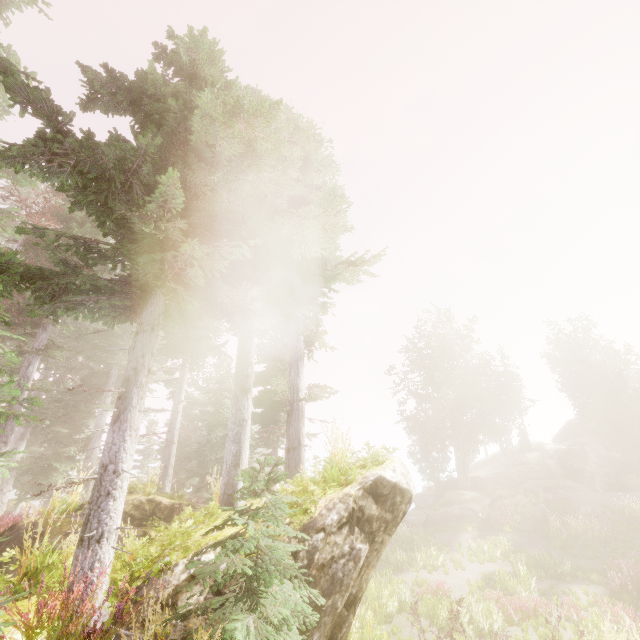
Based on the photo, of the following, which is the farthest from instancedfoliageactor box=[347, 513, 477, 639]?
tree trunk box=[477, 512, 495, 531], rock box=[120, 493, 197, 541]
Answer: tree trunk box=[477, 512, 495, 531]

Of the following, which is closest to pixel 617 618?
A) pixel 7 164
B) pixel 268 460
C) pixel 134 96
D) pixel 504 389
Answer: pixel 268 460

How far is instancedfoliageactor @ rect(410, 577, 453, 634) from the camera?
11.48m

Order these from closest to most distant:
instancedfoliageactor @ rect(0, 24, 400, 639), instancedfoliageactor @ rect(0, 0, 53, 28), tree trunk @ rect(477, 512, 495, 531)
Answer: instancedfoliageactor @ rect(0, 24, 400, 639)
instancedfoliageactor @ rect(0, 0, 53, 28)
tree trunk @ rect(477, 512, 495, 531)

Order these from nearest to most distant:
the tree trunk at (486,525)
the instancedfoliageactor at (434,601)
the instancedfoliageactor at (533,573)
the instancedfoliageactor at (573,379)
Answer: the instancedfoliageactor at (533,573) → the instancedfoliageactor at (434,601) → the tree trunk at (486,525) → the instancedfoliageactor at (573,379)

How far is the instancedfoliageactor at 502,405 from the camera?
35.3m

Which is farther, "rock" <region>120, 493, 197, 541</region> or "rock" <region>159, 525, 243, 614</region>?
"rock" <region>120, 493, 197, 541</region>
